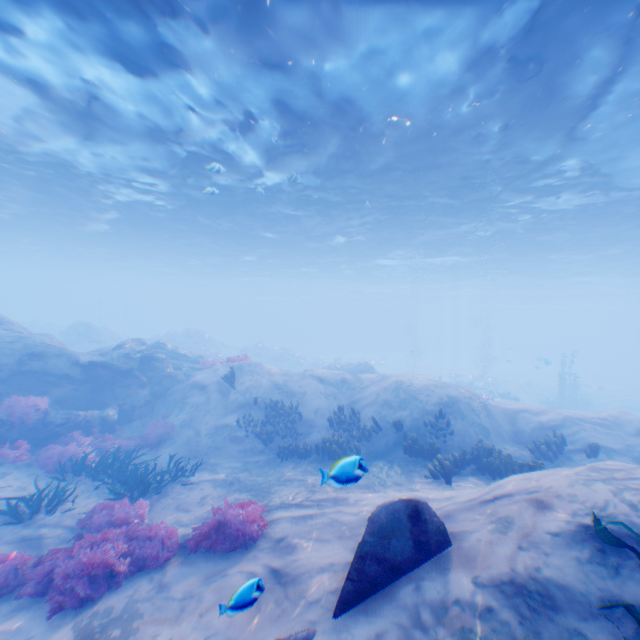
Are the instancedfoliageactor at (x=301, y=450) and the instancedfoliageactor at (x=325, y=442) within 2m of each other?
yes

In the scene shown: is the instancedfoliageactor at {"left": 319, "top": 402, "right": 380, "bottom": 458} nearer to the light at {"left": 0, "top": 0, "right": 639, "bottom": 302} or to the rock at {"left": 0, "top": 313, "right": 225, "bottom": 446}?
the rock at {"left": 0, "top": 313, "right": 225, "bottom": 446}

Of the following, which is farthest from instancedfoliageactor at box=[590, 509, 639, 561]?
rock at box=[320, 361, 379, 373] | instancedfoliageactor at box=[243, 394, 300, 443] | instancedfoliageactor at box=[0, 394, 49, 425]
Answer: rock at box=[320, 361, 379, 373]

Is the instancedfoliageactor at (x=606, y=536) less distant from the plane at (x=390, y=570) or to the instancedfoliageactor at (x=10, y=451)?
the plane at (x=390, y=570)

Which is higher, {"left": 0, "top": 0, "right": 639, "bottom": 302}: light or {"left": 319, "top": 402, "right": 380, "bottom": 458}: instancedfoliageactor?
{"left": 0, "top": 0, "right": 639, "bottom": 302}: light

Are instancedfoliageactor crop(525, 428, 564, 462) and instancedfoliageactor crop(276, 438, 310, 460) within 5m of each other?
no

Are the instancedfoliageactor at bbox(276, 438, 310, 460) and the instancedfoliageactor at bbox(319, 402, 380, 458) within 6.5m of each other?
yes

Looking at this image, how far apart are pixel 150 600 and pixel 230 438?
7.80m
